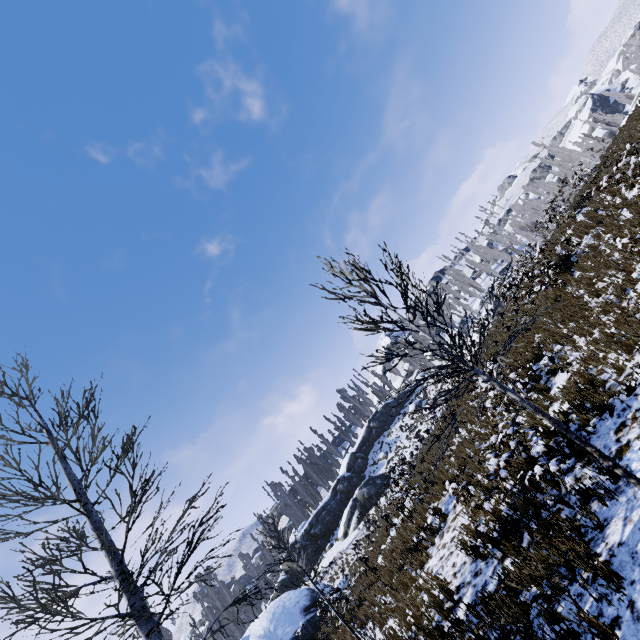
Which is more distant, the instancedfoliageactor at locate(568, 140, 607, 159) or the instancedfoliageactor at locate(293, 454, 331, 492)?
the instancedfoliageactor at locate(293, 454, 331, 492)

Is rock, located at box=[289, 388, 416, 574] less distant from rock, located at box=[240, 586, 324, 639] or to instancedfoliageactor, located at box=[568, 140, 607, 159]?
instancedfoliageactor, located at box=[568, 140, 607, 159]

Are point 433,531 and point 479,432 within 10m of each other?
yes

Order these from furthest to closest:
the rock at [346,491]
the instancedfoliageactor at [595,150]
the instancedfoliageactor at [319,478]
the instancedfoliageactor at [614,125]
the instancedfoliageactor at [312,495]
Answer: the instancedfoliageactor at [319,478] → the instancedfoliageactor at [312,495] → the instancedfoliageactor at [614,125] → the rock at [346,491] → the instancedfoliageactor at [595,150]

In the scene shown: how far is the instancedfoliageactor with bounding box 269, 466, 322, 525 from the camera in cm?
4862

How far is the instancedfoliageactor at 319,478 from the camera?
51.8m

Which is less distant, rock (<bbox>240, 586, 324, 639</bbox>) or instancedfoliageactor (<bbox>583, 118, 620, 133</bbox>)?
rock (<bbox>240, 586, 324, 639</bbox>)

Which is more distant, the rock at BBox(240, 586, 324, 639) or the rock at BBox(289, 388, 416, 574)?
the rock at BBox(289, 388, 416, 574)
